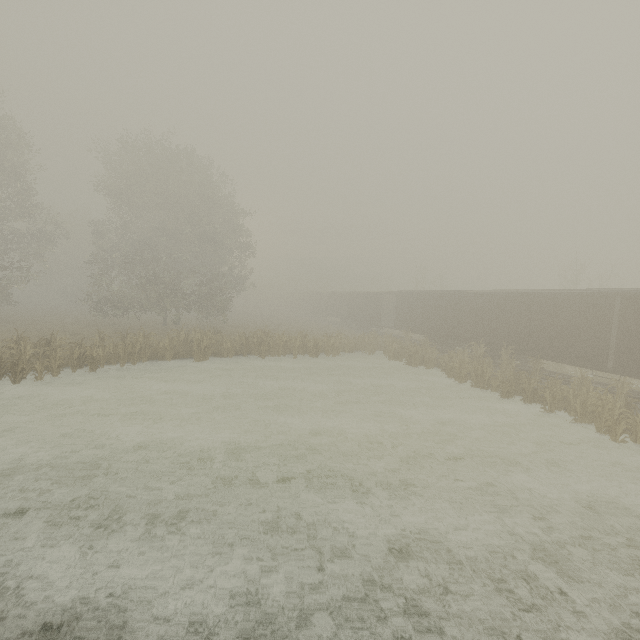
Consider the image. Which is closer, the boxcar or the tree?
the boxcar

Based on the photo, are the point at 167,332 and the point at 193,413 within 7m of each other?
no

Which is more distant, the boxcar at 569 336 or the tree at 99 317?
the tree at 99 317
